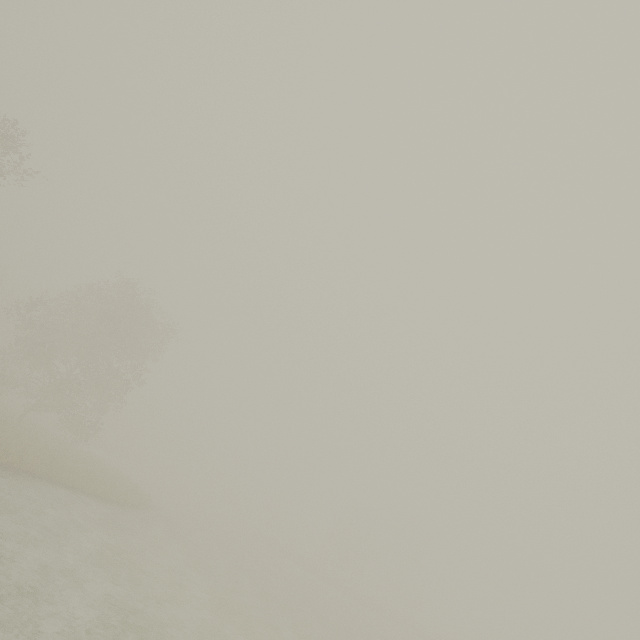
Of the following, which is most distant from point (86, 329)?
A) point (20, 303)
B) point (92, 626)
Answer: point (20, 303)
